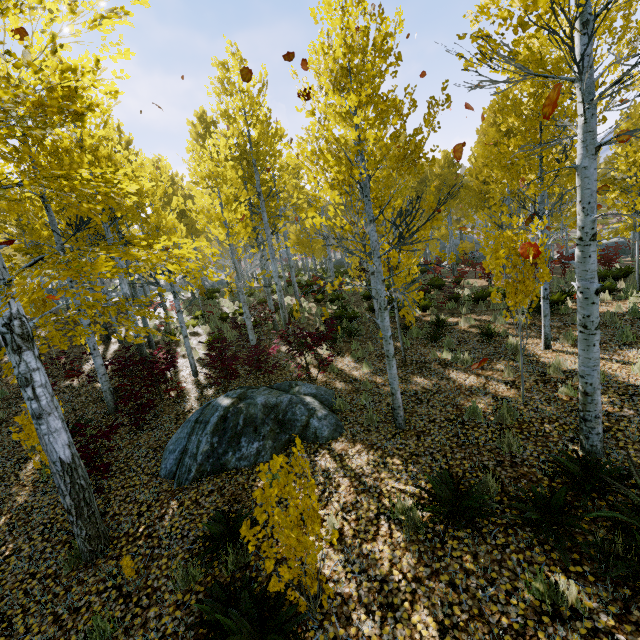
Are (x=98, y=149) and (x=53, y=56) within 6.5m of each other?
no

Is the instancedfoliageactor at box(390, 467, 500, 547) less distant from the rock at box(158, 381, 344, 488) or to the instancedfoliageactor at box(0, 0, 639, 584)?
the instancedfoliageactor at box(0, 0, 639, 584)

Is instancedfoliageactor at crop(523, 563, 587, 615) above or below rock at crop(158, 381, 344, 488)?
below

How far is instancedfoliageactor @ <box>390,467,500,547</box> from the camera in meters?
3.7 m

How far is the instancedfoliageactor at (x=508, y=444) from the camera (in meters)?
4.77

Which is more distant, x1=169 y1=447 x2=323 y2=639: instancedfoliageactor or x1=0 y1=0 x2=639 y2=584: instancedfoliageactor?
x1=0 y1=0 x2=639 y2=584: instancedfoliageactor

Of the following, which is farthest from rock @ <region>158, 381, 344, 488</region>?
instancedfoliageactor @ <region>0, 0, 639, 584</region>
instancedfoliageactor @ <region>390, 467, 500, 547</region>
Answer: instancedfoliageactor @ <region>390, 467, 500, 547</region>

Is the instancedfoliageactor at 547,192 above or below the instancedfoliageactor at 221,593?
above
